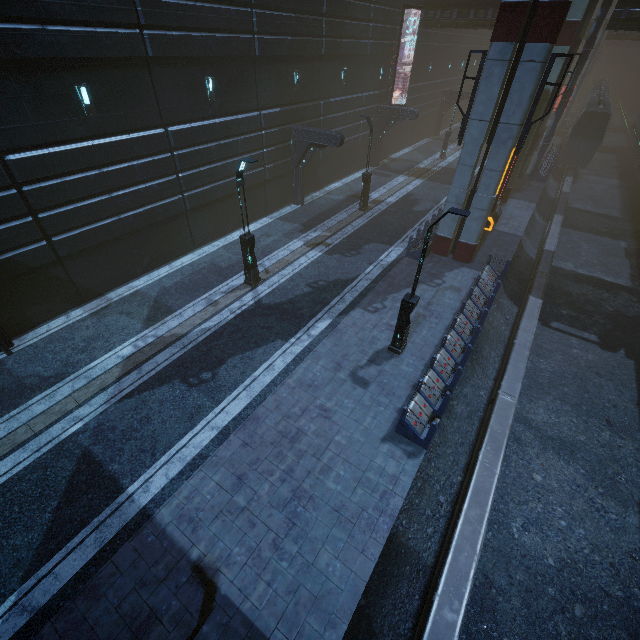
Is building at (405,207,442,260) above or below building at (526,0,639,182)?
below

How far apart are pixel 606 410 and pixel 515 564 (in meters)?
7.28

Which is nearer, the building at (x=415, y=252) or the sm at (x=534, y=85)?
the sm at (x=534, y=85)

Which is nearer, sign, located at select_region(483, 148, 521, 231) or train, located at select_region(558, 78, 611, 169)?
sign, located at select_region(483, 148, 521, 231)

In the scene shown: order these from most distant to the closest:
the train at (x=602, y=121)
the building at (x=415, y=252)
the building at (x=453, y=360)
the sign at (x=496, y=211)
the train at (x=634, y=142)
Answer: the train at (x=634, y=142) → the train at (x=602, y=121) → the sign at (x=496, y=211) → the building at (x=415, y=252) → the building at (x=453, y=360)

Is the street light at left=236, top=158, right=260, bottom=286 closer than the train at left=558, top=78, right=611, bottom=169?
Yes

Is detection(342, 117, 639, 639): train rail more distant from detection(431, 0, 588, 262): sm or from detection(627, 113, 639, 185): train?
detection(431, 0, 588, 262): sm

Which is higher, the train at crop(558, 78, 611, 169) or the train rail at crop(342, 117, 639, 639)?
the train at crop(558, 78, 611, 169)
